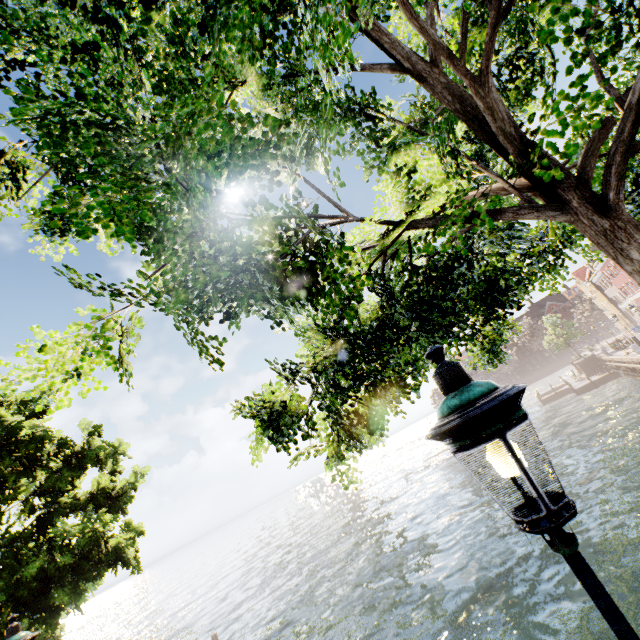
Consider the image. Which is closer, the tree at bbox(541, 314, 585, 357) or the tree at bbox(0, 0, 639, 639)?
the tree at bbox(0, 0, 639, 639)

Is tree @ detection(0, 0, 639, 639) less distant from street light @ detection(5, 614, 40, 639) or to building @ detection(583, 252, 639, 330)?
street light @ detection(5, 614, 40, 639)

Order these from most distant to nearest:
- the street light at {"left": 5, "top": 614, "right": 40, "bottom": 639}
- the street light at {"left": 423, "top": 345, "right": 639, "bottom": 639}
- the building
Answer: the building, the street light at {"left": 5, "top": 614, "right": 40, "bottom": 639}, the street light at {"left": 423, "top": 345, "right": 639, "bottom": 639}

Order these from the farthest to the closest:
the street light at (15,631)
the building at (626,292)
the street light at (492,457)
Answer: the building at (626,292) < the street light at (15,631) < the street light at (492,457)

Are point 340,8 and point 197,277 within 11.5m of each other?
yes

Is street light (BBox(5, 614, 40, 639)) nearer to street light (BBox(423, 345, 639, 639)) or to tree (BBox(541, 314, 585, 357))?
street light (BBox(423, 345, 639, 639))

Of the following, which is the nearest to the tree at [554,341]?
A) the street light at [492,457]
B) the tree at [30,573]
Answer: the tree at [30,573]

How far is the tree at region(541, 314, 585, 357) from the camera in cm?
4319
